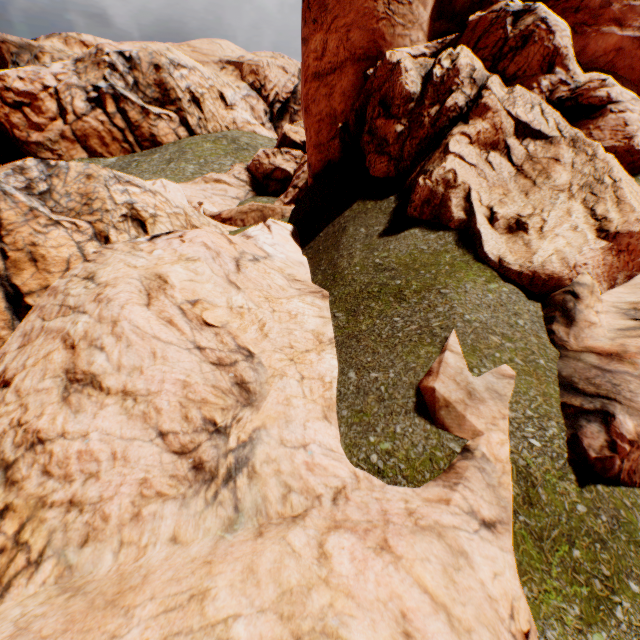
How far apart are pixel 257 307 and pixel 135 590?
3.2m
